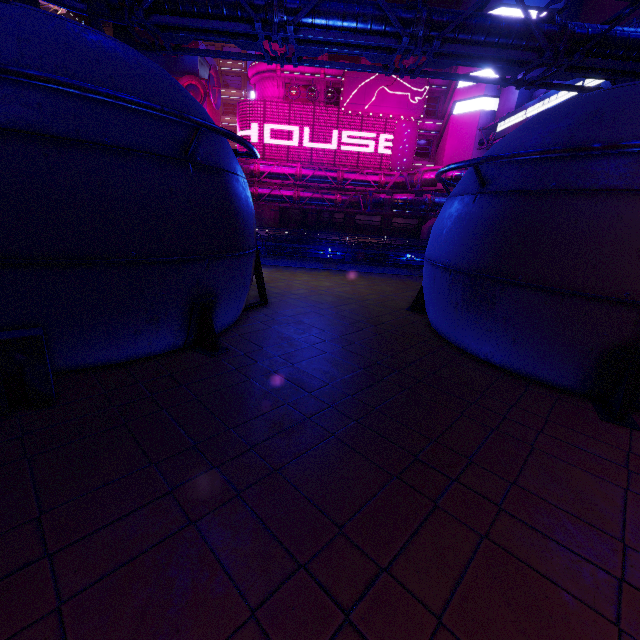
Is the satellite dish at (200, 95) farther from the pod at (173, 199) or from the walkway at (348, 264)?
the pod at (173, 199)

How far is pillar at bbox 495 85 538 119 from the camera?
29.7m

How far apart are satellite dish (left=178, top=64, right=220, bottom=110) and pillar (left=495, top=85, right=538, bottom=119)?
36.16m

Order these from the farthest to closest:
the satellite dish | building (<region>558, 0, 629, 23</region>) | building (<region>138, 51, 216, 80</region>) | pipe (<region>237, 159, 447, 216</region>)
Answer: building (<region>138, 51, 216, 80</region>) → the satellite dish → pipe (<region>237, 159, 447, 216</region>) → building (<region>558, 0, 629, 23</region>)

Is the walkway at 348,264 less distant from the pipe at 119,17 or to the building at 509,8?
the pipe at 119,17

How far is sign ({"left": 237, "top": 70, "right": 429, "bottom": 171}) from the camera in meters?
36.8 m

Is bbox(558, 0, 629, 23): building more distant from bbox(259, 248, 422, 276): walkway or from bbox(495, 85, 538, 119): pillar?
bbox(259, 248, 422, 276): walkway

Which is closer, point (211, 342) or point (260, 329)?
point (211, 342)
